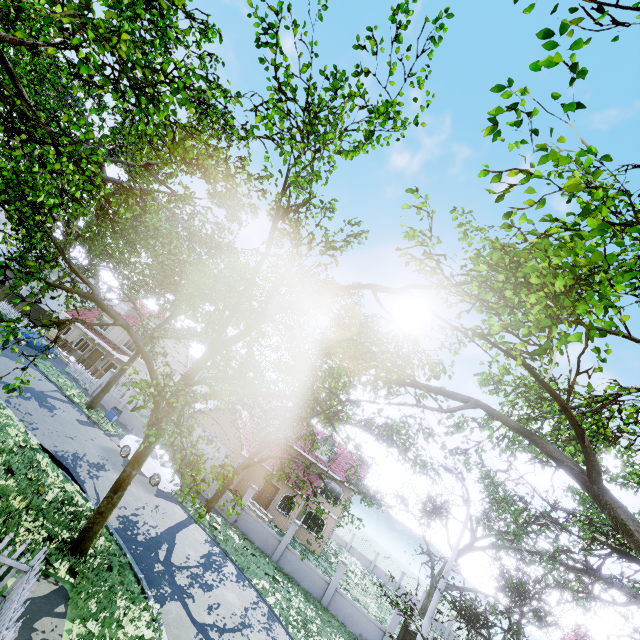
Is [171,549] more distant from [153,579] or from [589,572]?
[589,572]

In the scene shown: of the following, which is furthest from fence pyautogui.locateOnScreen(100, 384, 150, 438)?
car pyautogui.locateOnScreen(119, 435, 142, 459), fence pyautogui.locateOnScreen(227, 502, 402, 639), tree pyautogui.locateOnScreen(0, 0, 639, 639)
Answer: fence pyautogui.locateOnScreen(227, 502, 402, 639)

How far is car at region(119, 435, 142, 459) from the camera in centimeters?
1892cm

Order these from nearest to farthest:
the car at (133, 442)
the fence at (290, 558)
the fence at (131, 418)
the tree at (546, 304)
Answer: the tree at (546, 304) → the fence at (290, 558) → the car at (133, 442) → the fence at (131, 418)

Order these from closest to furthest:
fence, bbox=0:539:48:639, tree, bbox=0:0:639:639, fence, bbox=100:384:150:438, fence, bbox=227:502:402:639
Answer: tree, bbox=0:0:639:639 → fence, bbox=0:539:48:639 → fence, bbox=227:502:402:639 → fence, bbox=100:384:150:438

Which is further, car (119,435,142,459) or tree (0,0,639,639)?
car (119,435,142,459)

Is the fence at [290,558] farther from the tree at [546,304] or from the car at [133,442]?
the car at [133,442]

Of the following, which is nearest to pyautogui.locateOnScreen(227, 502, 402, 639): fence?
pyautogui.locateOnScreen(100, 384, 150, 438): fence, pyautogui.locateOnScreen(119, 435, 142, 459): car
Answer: pyautogui.locateOnScreen(119, 435, 142, 459): car
